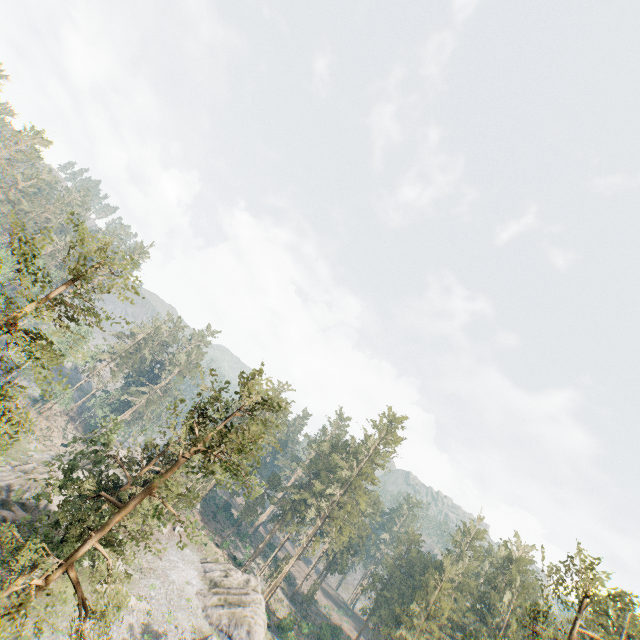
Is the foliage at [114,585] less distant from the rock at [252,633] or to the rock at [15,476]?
the rock at [252,633]

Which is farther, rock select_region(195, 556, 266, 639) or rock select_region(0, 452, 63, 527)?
rock select_region(195, 556, 266, 639)

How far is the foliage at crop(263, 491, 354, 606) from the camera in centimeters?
5409cm

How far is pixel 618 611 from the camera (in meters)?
33.31

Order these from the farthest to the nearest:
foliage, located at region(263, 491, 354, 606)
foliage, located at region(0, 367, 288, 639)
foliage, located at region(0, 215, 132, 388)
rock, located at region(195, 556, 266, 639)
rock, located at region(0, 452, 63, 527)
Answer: foliage, located at region(263, 491, 354, 606), rock, located at region(195, 556, 266, 639), rock, located at region(0, 452, 63, 527), foliage, located at region(0, 367, 288, 639), foliage, located at region(0, 215, 132, 388)

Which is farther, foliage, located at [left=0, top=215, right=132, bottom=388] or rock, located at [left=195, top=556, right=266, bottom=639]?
rock, located at [left=195, top=556, right=266, bottom=639]
